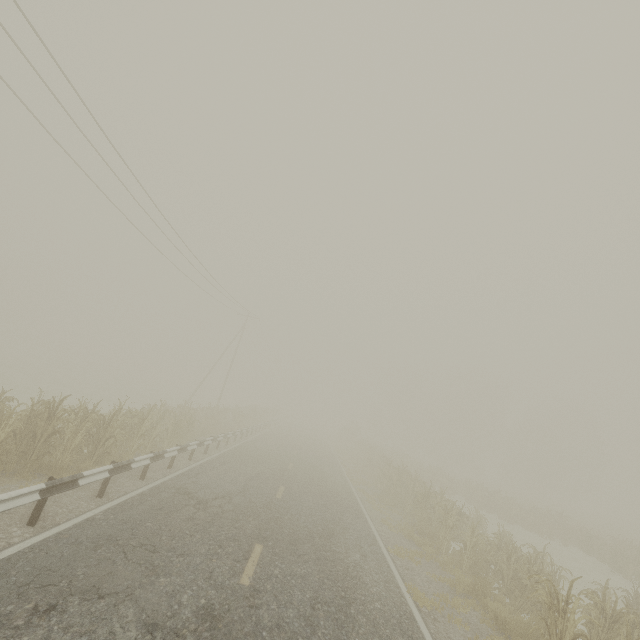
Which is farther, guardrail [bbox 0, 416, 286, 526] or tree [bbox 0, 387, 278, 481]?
tree [bbox 0, 387, 278, 481]

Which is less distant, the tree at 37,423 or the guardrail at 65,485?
the guardrail at 65,485

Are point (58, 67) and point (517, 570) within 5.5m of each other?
no
